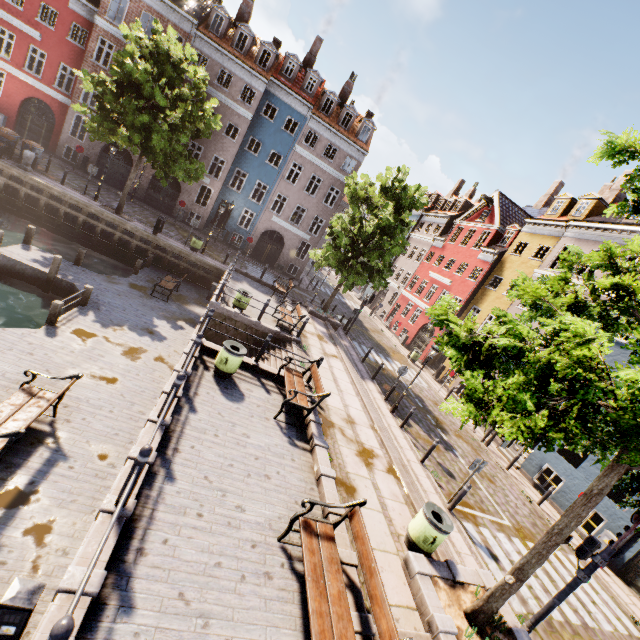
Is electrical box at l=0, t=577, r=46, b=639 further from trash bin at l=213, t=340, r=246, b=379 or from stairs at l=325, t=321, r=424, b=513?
stairs at l=325, t=321, r=424, b=513

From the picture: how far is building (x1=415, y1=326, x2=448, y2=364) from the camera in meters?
27.5 m

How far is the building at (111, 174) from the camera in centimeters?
2624cm

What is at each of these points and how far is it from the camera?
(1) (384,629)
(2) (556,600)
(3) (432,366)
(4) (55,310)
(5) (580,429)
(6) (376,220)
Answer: (1) bench, 4.2m
(2) traffic light pole, 7.1m
(3) building, 27.5m
(4) wooden post, 10.5m
(5) tree, 4.3m
(6) tree, 19.1m

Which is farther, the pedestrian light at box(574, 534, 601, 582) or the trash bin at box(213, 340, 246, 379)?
the trash bin at box(213, 340, 246, 379)

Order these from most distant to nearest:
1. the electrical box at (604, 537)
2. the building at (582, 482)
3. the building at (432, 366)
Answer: the building at (432, 366) < the building at (582, 482) < the electrical box at (604, 537)

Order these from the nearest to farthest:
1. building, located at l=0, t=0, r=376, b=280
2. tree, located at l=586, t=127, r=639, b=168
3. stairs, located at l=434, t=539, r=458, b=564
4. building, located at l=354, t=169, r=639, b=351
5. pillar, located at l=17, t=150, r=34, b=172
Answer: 1. tree, located at l=586, t=127, r=639, b=168
2. stairs, located at l=434, t=539, r=458, b=564
3. pillar, located at l=17, t=150, r=34, b=172
4. building, located at l=354, t=169, r=639, b=351
5. building, located at l=0, t=0, r=376, b=280

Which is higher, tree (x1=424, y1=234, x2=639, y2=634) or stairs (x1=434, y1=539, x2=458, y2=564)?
tree (x1=424, y1=234, x2=639, y2=634)
